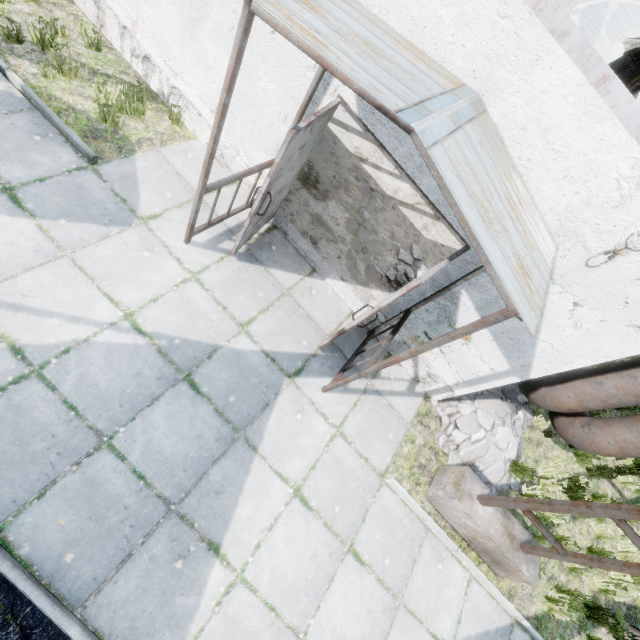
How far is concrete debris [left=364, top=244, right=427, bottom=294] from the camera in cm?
614

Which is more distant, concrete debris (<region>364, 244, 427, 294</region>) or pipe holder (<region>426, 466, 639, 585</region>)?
concrete debris (<region>364, 244, 427, 294</region>)

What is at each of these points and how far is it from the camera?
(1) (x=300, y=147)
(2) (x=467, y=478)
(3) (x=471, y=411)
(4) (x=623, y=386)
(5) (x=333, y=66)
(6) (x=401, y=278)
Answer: (1) door, 3.68m
(2) pipe holder, 4.70m
(3) concrete debris, 5.73m
(4) pipe, 4.24m
(5) awning, 2.15m
(6) concrete debris, 6.24m

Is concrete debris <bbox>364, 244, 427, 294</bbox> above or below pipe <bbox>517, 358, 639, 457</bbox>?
below

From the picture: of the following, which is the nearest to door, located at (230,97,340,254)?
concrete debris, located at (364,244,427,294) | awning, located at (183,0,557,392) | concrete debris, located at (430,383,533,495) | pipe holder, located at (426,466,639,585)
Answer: awning, located at (183,0,557,392)

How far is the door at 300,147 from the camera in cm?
329

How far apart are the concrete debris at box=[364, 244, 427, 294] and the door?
1.9m

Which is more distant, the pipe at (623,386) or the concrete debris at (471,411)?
the concrete debris at (471,411)
